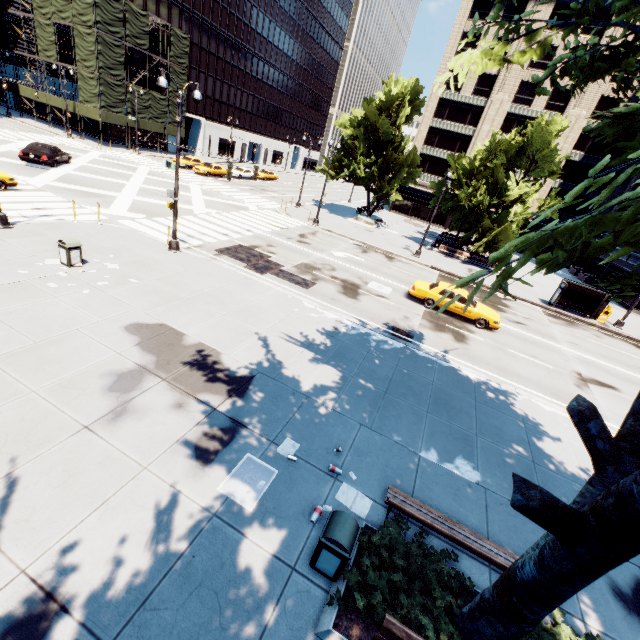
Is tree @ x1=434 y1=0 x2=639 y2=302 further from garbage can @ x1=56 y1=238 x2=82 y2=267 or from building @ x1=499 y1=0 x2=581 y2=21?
garbage can @ x1=56 y1=238 x2=82 y2=267

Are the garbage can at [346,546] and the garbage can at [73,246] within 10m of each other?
no

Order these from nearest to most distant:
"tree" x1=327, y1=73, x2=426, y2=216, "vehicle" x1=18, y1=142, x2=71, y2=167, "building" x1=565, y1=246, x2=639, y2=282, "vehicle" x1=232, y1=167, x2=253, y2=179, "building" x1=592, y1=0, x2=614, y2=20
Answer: "vehicle" x1=18, y1=142, x2=71, y2=167 < "tree" x1=327, y1=73, x2=426, y2=216 < "building" x1=565, y1=246, x2=639, y2=282 < "building" x1=592, y1=0, x2=614, y2=20 < "vehicle" x1=232, y1=167, x2=253, y2=179

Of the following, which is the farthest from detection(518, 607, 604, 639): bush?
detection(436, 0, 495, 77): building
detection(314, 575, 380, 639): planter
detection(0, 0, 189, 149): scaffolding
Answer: detection(0, 0, 189, 149): scaffolding

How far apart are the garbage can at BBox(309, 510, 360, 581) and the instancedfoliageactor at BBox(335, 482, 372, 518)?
0.8m

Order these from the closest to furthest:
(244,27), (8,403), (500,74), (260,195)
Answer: (8,403), (260,195), (500,74), (244,27)

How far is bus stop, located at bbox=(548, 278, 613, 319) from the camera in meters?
24.6 m

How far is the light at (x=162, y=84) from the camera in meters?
12.4
